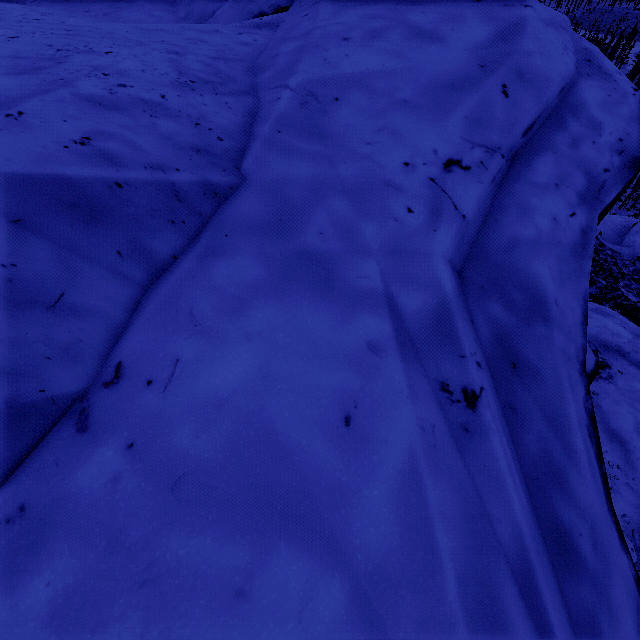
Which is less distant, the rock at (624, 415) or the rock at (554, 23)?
the rock at (554, 23)

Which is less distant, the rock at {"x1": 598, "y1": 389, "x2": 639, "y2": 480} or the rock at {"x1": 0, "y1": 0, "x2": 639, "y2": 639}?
the rock at {"x1": 0, "y1": 0, "x2": 639, "y2": 639}

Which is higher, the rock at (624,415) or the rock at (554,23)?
the rock at (554,23)

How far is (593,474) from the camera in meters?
1.7

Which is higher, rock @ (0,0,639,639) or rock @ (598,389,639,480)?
rock @ (0,0,639,639)
